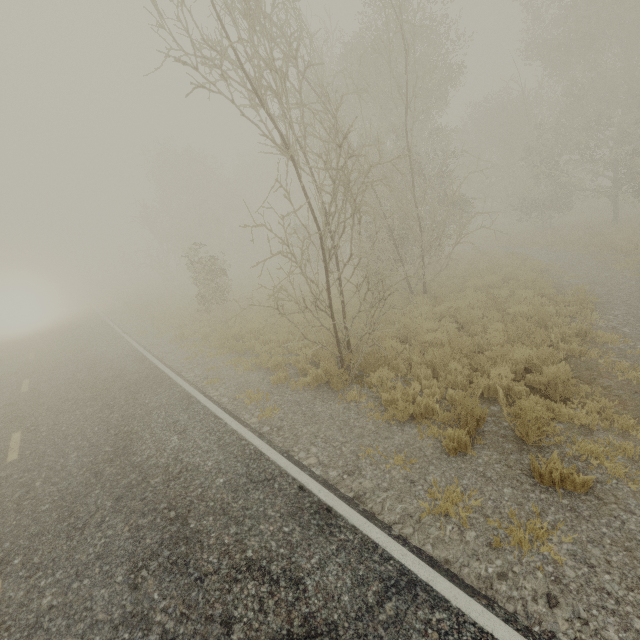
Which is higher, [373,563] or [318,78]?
[318,78]
